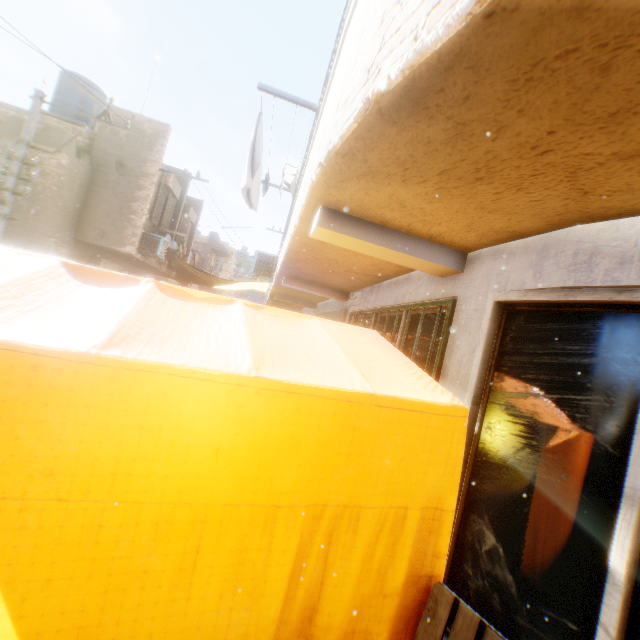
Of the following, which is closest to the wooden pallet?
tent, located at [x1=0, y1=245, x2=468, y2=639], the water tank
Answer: tent, located at [x1=0, y1=245, x2=468, y2=639]

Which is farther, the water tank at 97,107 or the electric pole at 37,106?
the water tank at 97,107

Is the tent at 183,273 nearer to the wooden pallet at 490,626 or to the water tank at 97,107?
the wooden pallet at 490,626

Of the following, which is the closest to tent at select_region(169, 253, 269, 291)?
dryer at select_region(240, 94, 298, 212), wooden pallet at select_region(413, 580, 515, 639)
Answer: wooden pallet at select_region(413, 580, 515, 639)

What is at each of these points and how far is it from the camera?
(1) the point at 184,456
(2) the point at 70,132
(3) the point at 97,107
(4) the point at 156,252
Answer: (1) tent, 1.4m
(2) building, 11.3m
(3) water tank, 13.0m
(4) air conditioner, 12.6m

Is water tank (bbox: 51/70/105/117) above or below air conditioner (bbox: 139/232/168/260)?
above

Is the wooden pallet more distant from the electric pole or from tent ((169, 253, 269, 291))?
the electric pole

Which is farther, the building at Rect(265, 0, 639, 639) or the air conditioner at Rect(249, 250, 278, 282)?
the air conditioner at Rect(249, 250, 278, 282)
